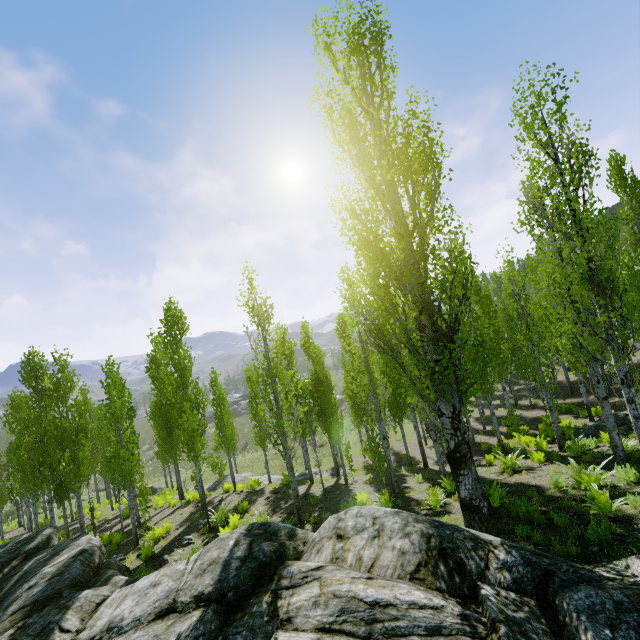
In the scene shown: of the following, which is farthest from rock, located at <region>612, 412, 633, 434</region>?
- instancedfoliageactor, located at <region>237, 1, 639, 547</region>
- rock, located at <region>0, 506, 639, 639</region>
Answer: rock, located at <region>0, 506, 639, 639</region>

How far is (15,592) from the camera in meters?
8.9

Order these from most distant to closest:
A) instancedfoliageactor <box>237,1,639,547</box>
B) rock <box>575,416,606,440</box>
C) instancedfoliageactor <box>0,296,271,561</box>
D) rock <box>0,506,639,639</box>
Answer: rock <box>575,416,606,440</box> < instancedfoliageactor <box>0,296,271,561</box> < instancedfoliageactor <box>237,1,639,547</box> < rock <box>0,506,639,639</box>

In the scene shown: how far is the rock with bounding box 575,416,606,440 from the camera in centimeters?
1467cm

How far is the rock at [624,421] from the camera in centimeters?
1405cm

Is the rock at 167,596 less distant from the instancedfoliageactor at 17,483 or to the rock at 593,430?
the instancedfoliageactor at 17,483

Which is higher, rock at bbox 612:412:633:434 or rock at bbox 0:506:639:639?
rock at bbox 0:506:639:639
